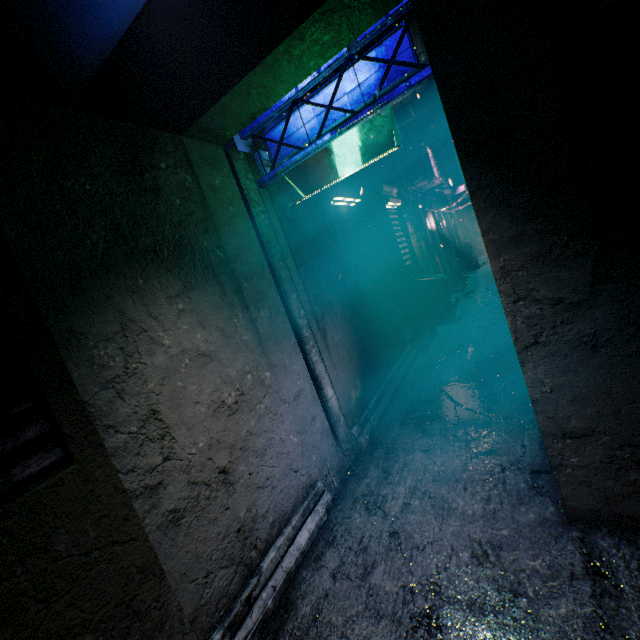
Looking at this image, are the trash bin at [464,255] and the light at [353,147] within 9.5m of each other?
no

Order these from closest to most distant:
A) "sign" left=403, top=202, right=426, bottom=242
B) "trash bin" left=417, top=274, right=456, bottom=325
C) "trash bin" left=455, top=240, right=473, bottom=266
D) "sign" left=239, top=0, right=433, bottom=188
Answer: "sign" left=239, top=0, right=433, bottom=188 → "trash bin" left=417, top=274, right=456, bottom=325 → "sign" left=403, top=202, right=426, bottom=242 → "trash bin" left=455, top=240, right=473, bottom=266

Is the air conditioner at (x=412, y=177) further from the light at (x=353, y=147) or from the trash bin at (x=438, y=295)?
the light at (x=353, y=147)

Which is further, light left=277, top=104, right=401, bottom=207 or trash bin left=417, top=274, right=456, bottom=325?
trash bin left=417, top=274, right=456, bottom=325

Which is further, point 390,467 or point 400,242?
point 400,242

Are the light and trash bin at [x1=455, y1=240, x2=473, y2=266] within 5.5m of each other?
no

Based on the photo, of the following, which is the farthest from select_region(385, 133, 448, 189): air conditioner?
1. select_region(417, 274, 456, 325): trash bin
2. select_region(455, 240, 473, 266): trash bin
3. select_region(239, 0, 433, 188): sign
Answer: select_region(455, 240, 473, 266): trash bin

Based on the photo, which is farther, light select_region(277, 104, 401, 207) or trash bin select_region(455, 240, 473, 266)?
trash bin select_region(455, 240, 473, 266)
